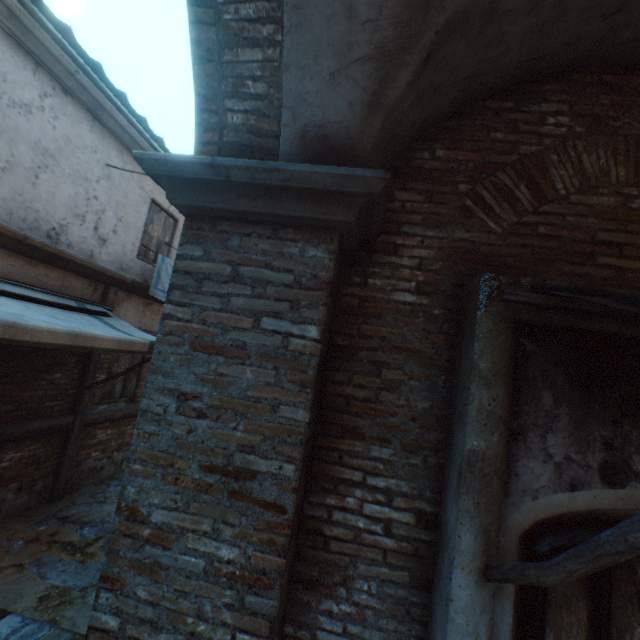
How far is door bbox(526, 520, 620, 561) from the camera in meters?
1.8

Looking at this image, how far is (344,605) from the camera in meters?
2.0

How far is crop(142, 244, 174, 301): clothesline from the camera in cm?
652

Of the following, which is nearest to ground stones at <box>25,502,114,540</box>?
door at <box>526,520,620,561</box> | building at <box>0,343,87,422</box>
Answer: building at <box>0,343,87,422</box>

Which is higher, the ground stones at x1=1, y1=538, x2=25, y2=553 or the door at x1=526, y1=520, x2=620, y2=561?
the door at x1=526, y1=520, x2=620, y2=561

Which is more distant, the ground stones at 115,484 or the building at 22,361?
the ground stones at 115,484

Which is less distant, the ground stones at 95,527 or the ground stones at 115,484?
the ground stones at 95,527

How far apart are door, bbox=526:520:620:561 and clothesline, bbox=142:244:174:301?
4.9 meters
